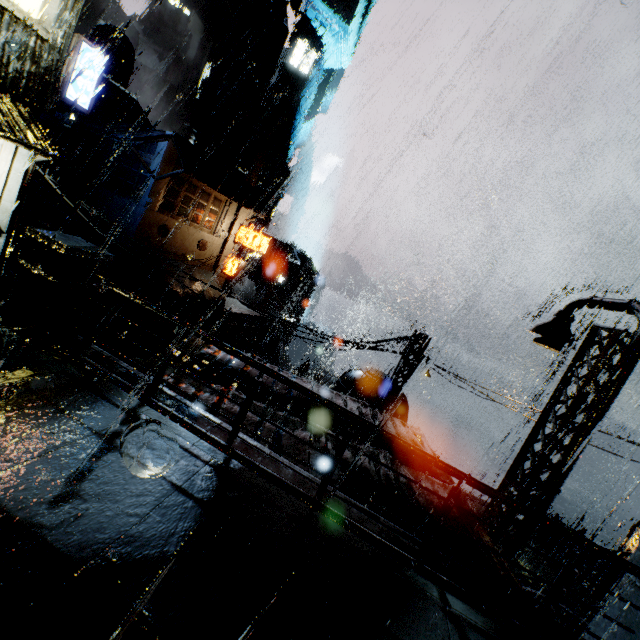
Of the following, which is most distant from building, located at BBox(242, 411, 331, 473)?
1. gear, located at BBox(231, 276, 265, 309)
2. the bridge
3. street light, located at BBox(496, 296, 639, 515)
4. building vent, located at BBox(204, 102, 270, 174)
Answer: gear, located at BBox(231, 276, 265, 309)

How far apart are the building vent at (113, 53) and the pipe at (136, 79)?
17.9m

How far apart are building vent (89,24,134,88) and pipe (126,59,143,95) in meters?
17.9

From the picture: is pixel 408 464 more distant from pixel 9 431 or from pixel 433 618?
pixel 9 431

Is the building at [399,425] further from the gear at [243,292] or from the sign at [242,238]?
the gear at [243,292]

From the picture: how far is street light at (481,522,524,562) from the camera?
7.8m

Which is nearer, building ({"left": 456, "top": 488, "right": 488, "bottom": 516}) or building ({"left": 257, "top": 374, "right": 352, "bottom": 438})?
building ({"left": 456, "top": 488, "right": 488, "bottom": 516})

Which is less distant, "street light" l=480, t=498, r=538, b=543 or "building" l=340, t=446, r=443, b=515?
"building" l=340, t=446, r=443, b=515
